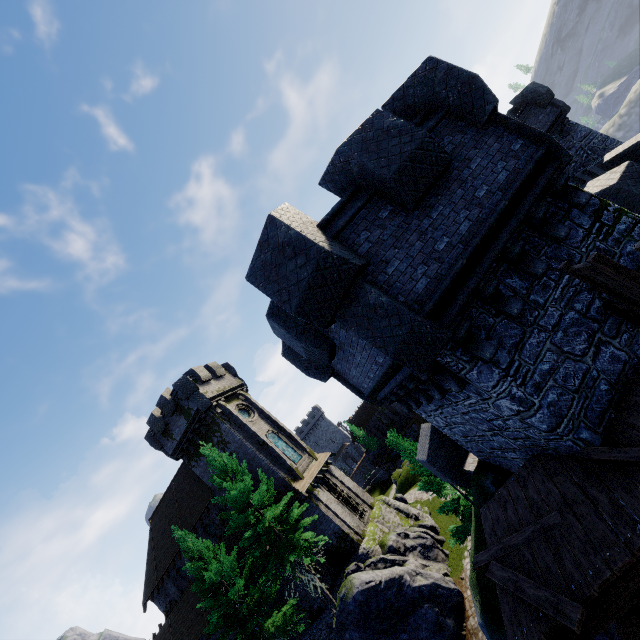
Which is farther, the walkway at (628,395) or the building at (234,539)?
the building at (234,539)

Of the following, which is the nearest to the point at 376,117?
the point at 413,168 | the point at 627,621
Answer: the point at 413,168

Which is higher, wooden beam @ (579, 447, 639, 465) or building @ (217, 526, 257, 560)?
building @ (217, 526, 257, 560)

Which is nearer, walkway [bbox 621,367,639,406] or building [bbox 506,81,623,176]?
walkway [bbox 621,367,639,406]

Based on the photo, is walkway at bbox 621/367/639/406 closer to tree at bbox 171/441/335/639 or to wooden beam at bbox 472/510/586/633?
wooden beam at bbox 472/510/586/633

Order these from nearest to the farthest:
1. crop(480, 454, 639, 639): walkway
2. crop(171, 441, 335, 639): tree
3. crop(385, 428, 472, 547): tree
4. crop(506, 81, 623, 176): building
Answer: crop(480, 454, 639, 639): walkway
crop(385, 428, 472, 547): tree
crop(171, 441, 335, 639): tree
crop(506, 81, 623, 176): building

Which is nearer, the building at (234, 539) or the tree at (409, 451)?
the tree at (409, 451)

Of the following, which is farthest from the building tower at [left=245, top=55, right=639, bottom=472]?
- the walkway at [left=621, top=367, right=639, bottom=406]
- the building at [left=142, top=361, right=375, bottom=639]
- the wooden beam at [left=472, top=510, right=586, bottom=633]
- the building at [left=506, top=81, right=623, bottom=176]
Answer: the building at [left=142, top=361, right=375, bottom=639]
